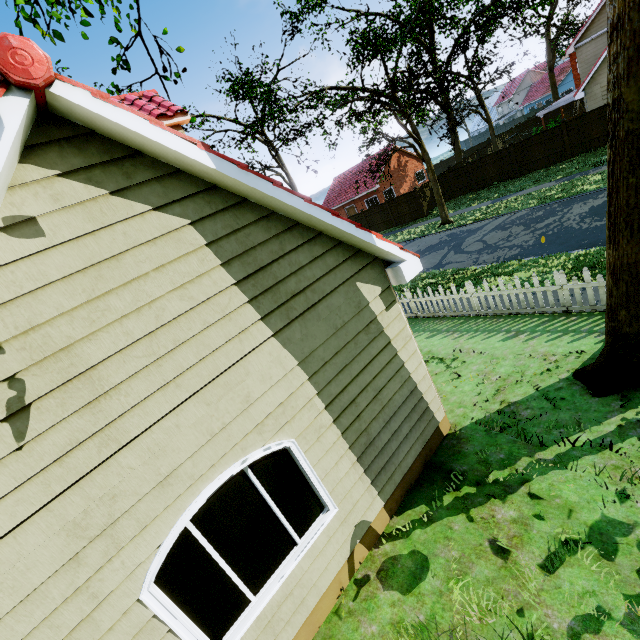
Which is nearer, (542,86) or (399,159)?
(399,159)

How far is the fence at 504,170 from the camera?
23.2 meters

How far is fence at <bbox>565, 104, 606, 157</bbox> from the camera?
18.9 meters

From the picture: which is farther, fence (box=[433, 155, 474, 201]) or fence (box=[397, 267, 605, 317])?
fence (box=[433, 155, 474, 201])

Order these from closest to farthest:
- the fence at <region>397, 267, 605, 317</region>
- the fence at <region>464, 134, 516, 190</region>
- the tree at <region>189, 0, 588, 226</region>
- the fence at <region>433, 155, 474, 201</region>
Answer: the fence at <region>397, 267, 605, 317</region> → the tree at <region>189, 0, 588, 226</region> → the fence at <region>464, 134, 516, 190</region> → the fence at <region>433, 155, 474, 201</region>
